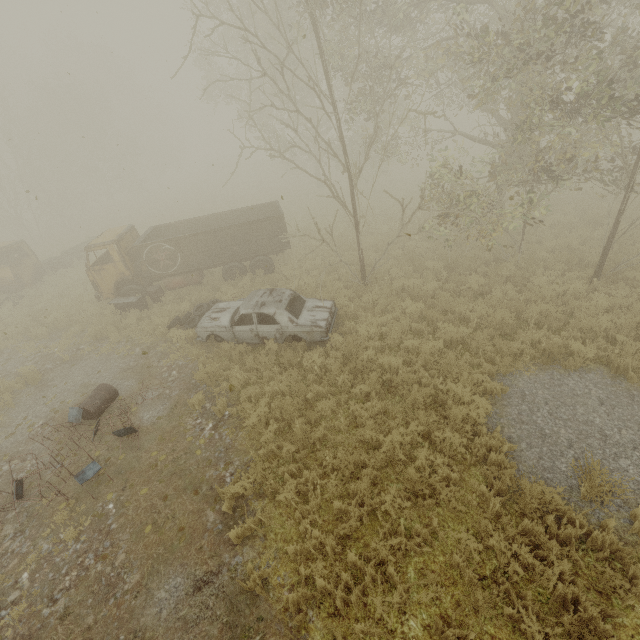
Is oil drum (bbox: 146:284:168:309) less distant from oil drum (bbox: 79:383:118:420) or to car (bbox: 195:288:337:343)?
car (bbox: 195:288:337:343)

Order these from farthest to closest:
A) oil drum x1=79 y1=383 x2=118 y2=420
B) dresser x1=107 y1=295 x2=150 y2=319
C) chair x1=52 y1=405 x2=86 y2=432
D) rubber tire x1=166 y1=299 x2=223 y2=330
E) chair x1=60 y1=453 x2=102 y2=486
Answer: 1. dresser x1=107 y1=295 x2=150 y2=319
2. rubber tire x1=166 y1=299 x2=223 y2=330
3. oil drum x1=79 y1=383 x2=118 y2=420
4. chair x1=52 y1=405 x2=86 y2=432
5. chair x1=60 y1=453 x2=102 y2=486

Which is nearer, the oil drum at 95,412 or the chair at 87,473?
the chair at 87,473

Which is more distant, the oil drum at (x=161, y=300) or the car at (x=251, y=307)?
the oil drum at (x=161, y=300)

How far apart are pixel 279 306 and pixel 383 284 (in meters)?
4.39

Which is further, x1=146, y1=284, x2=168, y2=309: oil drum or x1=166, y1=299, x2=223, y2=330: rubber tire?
x1=146, y1=284, x2=168, y2=309: oil drum

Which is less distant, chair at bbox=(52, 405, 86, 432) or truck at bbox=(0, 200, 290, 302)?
chair at bbox=(52, 405, 86, 432)

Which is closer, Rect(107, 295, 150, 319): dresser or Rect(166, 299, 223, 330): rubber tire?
Rect(166, 299, 223, 330): rubber tire
